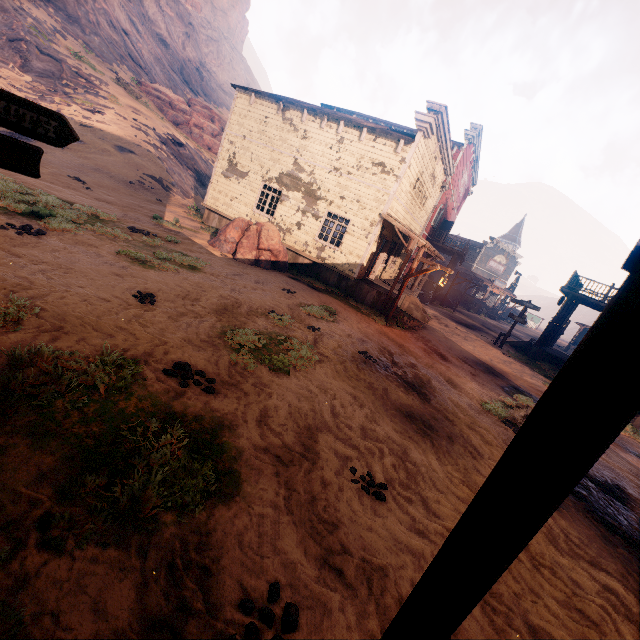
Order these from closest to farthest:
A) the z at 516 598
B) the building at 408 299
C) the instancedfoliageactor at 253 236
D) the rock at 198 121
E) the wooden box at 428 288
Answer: the z at 516 598 → the instancedfoliageactor at 253 236 → the building at 408 299 → the wooden box at 428 288 → the rock at 198 121

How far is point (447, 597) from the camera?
0.9 meters

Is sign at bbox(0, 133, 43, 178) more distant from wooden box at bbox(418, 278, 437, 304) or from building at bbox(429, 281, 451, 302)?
wooden box at bbox(418, 278, 437, 304)

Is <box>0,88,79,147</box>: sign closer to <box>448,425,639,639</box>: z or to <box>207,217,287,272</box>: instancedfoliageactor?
<box>448,425,639,639</box>: z

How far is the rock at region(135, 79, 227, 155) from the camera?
35.41m

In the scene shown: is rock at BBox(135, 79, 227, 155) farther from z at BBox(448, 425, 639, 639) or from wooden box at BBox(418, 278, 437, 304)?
wooden box at BBox(418, 278, 437, 304)

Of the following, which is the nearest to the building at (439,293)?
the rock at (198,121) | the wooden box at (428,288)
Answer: the wooden box at (428,288)

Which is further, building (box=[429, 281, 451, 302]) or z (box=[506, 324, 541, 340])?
z (box=[506, 324, 541, 340])
